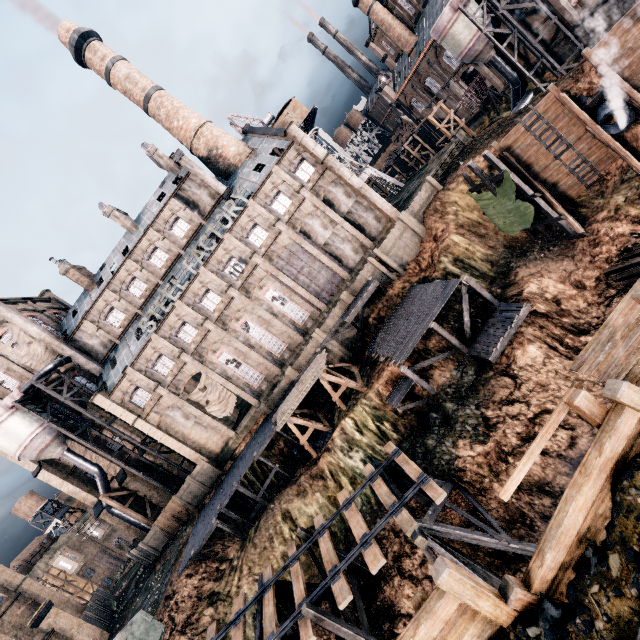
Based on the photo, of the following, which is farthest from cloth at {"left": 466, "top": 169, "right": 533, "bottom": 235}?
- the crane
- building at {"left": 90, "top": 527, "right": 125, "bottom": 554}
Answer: building at {"left": 90, "top": 527, "right": 125, "bottom": 554}

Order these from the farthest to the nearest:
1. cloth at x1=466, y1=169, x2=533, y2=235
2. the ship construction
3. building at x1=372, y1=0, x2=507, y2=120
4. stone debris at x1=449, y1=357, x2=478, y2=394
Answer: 1. the ship construction
2. building at x1=372, y1=0, x2=507, y2=120
3. cloth at x1=466, y1=169, x2=533, y2=235
4. stone debris at x1=449, y1=357, x2=478, y2=394

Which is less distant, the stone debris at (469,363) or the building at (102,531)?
the stone debris at (469,363)

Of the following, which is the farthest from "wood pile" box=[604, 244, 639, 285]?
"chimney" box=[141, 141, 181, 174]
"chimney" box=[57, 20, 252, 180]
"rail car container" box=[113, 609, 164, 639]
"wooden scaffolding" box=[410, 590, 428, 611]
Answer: "chimney" box=[141, 141, 181, 174]

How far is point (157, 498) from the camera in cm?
4003

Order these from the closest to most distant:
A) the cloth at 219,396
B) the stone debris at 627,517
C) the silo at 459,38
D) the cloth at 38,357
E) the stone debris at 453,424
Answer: the stone debris at 627,517
the stone debris at 453,424
the silo at 459,38
the cloth at 219,396
the cloth at 38,357

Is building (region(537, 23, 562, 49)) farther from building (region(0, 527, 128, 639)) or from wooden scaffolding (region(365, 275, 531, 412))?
building (region(0, 527, 128, 639))

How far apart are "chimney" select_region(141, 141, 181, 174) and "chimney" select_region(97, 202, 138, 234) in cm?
755
